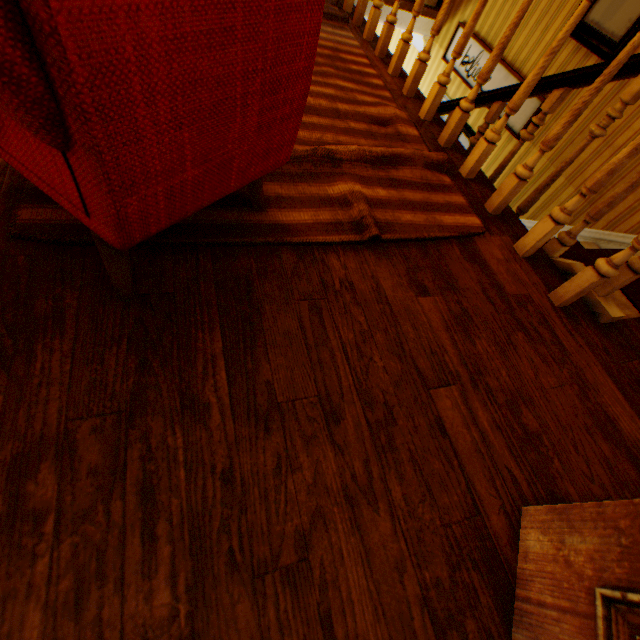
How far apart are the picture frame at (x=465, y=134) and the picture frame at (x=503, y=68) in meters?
0.3 m

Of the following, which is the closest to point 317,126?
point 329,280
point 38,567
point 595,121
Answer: point 329,280

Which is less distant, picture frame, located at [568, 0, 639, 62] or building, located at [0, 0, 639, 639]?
building, located at [0, 0, 639, 639]

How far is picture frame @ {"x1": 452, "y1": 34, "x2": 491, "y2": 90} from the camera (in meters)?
4.02

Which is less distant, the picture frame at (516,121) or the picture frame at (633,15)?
the picture frame at (633,15)

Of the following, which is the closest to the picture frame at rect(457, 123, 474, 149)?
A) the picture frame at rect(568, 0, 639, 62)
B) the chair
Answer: the picture frame at rect(568, 0, 639, 62)

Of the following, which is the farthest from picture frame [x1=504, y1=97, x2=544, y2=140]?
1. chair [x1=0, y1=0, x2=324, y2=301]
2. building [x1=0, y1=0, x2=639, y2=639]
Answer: chair [x1=0, y1=0, x2=324, y2=301]

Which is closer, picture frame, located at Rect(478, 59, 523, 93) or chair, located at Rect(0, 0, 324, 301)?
chair, located at Rect(0, 0, 324, 301)
